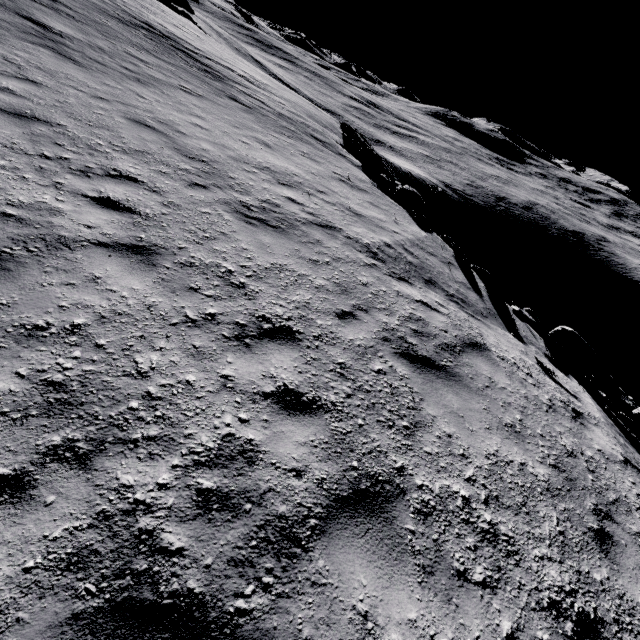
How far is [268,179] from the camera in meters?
8.3 m

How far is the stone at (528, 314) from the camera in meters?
8.1

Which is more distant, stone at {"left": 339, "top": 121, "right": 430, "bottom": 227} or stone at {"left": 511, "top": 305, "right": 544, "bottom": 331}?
stone at {"left": 339, "top": 121, "right": 430, "bottom": 227}

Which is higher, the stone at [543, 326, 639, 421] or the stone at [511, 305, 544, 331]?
the stone at [511, 305, 544, 331]

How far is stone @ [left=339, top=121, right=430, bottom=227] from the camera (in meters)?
13.20

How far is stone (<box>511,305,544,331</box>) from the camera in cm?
814

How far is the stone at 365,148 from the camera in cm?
1320
